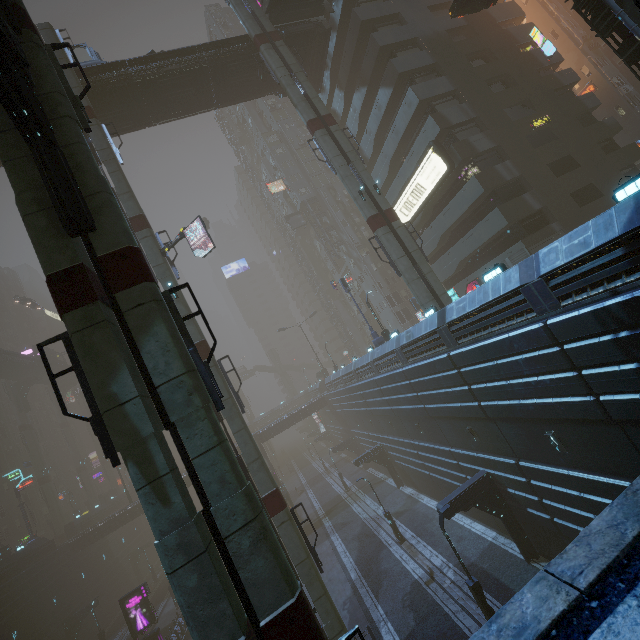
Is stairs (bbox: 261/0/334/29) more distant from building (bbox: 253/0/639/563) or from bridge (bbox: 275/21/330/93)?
building (bbox: 253/0/639/563)

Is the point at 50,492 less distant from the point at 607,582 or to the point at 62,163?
the point at 62,163

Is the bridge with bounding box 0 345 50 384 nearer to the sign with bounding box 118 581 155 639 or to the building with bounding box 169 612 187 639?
the building with bounding box 169 612 187 639

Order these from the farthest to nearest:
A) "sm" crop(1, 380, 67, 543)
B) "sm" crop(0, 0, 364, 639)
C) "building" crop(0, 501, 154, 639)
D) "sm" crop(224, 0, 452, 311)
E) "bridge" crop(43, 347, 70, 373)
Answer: "bridge" crop(43, 347, 70, 373)
"sm" crop(1, 380, 67, 543)
"building" crop(0, 501, 154, 639)
"sm" crop(224, 0, 452, 311)
"sm" crop(0, 0, 364, 639)

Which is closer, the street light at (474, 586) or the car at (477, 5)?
the street light at (474, 586)

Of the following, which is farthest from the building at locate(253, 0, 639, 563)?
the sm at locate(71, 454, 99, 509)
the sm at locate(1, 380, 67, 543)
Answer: the sm at locate(1, 380, 67, 543)

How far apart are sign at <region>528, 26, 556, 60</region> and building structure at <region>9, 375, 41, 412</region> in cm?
7923

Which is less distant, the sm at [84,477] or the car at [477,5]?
the car at [477,5]
